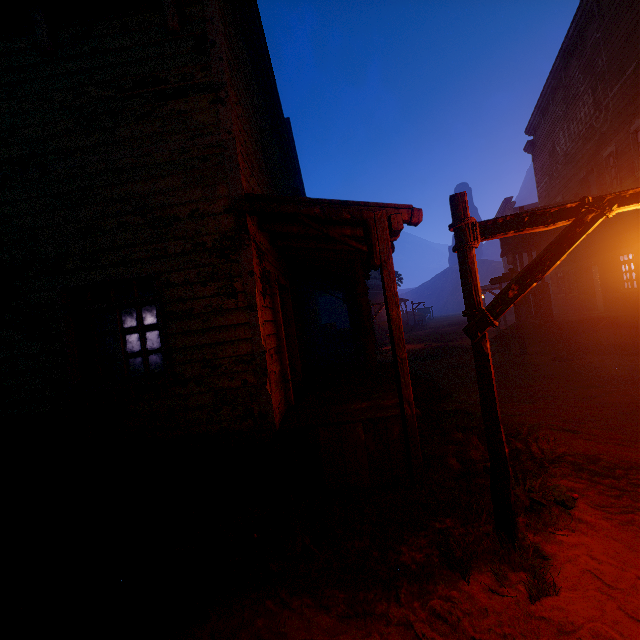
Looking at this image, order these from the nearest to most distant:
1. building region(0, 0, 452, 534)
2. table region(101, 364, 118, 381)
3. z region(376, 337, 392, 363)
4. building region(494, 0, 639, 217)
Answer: building region(0, 0, 452, 534)
table region(101, 364, 118, 381)
building region(494, 0, 639, 217)
z region(376, 337, 392, 363)

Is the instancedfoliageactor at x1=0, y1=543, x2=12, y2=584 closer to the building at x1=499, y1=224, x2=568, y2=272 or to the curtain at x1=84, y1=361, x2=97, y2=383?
the building at x1=499, y1=224, x2=568, y2=272

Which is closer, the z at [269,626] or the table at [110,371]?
the z at [269,626]

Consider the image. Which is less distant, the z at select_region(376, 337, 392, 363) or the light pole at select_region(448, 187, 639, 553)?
the light pole at select_region(448, 187, 639, 553)

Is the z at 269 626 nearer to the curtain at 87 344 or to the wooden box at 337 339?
the wooden box at 337 339

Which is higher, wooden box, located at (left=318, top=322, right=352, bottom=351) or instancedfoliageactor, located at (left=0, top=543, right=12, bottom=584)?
wooden box, located at (left=318, top=322, right=352, bottom=351)

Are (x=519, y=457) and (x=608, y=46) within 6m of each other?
no

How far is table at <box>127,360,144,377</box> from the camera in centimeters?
980cm
